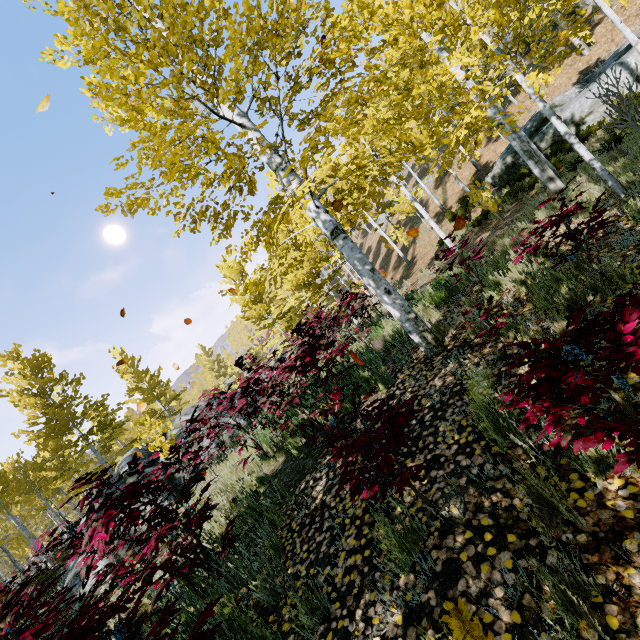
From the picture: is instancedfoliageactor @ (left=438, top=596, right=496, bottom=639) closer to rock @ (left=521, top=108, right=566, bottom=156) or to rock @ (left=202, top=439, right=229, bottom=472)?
rock @ (left=521, top=108, right=566, bottom=156)

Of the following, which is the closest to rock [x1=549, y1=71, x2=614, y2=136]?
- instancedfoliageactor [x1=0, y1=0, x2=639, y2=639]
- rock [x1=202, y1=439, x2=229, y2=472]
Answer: instancedfoliageactor [x1=0, y1=0, x2=639, y2=639]

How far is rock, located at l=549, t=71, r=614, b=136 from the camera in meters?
13.3

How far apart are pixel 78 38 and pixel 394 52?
7.8 meters

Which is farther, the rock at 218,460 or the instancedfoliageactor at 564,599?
the rock at 218,460

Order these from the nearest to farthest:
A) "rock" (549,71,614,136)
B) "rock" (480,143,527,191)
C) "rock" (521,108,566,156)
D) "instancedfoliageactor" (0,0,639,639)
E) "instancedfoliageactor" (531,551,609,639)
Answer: "instancedfoliageactor" (531,551,609,639) < "instancedfoliageactor" (0,0,639,639) < "rock" (549,71,614,136) < "rock" (521,108,566,156) < "rock" (480,143,527,191)

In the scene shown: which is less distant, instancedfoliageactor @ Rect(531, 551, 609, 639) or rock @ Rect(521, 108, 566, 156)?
instancedfoliageactor @ Rect(531, 551, 609, 639)

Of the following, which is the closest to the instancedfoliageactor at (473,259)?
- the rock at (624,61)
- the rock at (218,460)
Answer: the rock at (624,61)
